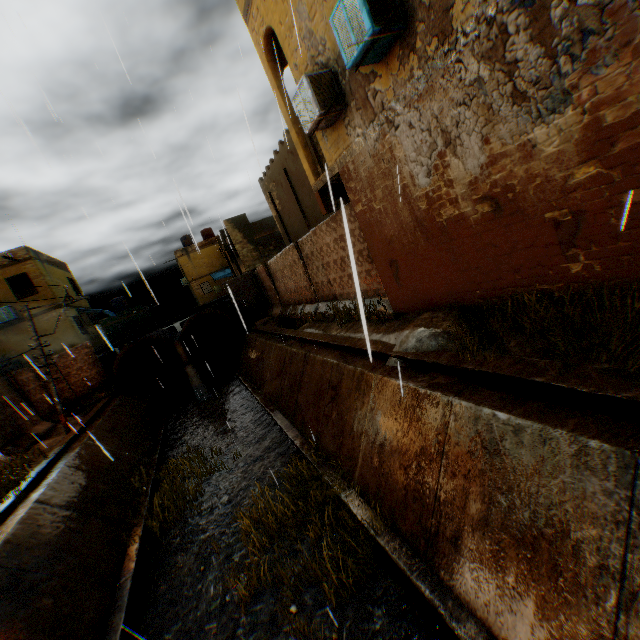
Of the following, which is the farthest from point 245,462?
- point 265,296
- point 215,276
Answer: point 215,276

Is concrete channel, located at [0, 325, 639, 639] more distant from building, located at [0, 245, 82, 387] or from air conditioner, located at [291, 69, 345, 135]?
air conditioner, located at [291, 69, 345, 135]

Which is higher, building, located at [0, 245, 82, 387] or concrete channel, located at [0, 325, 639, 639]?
building, located at [0, 245, 82, 387]

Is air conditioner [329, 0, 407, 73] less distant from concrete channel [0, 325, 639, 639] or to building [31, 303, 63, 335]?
building [31, 303, 63, 335]

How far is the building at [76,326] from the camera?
19.83m

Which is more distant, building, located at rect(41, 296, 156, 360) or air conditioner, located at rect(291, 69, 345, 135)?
building, located at rect(41, 296, 156, 360)

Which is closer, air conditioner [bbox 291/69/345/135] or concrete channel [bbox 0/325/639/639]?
concrete channel [bbox 0/325/639/639]

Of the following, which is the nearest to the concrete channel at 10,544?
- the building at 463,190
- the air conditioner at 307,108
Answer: the building at 463,190
